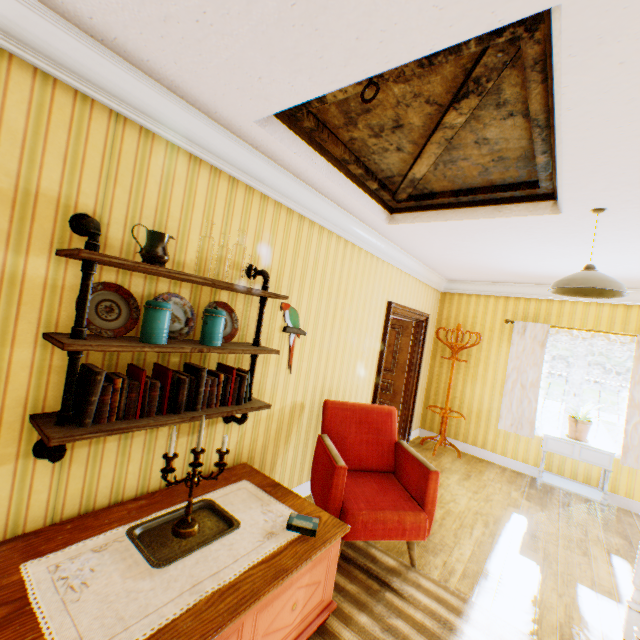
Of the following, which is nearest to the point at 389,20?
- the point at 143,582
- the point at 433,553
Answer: the point at 143,582

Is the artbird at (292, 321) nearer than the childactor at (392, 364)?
Yes

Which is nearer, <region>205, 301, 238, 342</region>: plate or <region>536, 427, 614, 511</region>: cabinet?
<region>205, 301, 238, 342</region>: plate

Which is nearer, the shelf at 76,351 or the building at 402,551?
the shelf at 76,351

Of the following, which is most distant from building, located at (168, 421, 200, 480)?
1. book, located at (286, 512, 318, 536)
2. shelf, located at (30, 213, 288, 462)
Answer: book, located at (286, 512, 318, 536)

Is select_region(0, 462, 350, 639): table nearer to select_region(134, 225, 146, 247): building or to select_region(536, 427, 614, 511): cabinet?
select_region(134, 225, 146, 247): building

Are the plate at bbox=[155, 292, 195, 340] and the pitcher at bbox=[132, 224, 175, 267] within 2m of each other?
yes

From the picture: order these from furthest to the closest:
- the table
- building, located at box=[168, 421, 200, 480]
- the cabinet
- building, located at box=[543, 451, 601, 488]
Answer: building, located at box=[543, 451, 601, 488] < the cabinet < building, located at box=[168, 421, 200, 480] < the table
